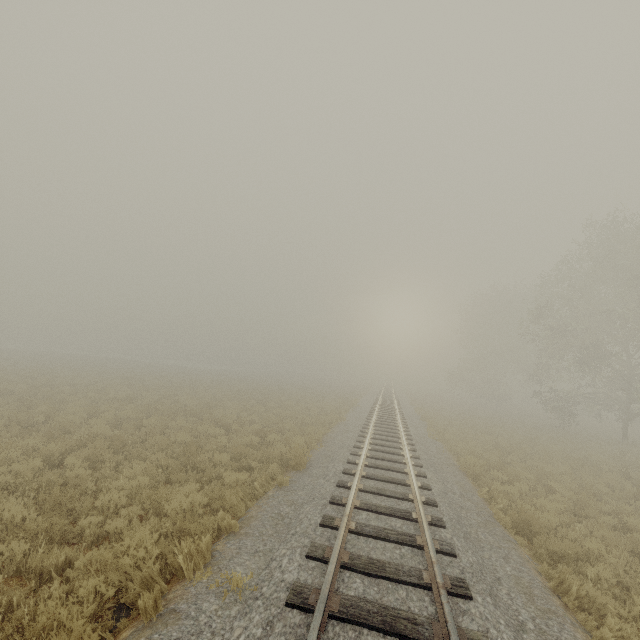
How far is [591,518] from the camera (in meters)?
9.30
